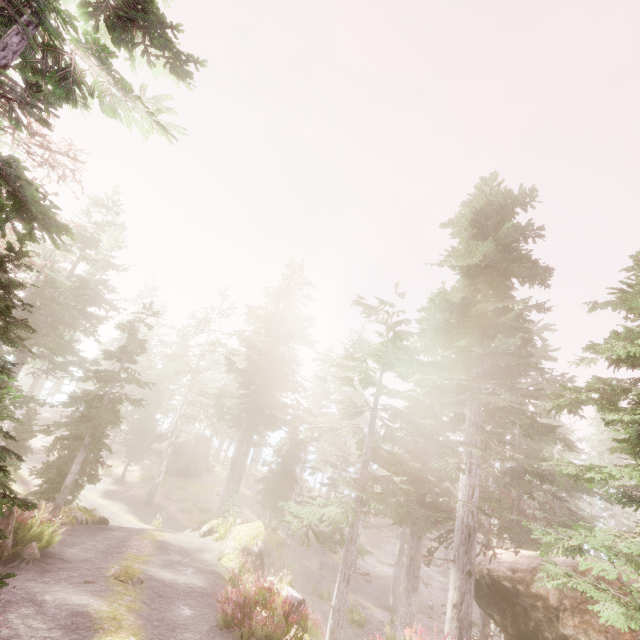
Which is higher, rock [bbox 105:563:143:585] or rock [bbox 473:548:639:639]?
rock [bbox 473:548:639:639]

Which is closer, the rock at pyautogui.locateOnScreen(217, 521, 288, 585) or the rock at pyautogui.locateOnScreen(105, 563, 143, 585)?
the rock at pyautogui.locateOnScreen(105, 563, 143, 585)

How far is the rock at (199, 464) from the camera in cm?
3734

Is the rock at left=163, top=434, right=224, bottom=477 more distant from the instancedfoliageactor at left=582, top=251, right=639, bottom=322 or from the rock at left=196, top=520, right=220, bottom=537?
the rock at left=196, top=520, right=220, bottom=537

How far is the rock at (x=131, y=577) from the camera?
10.7 meters

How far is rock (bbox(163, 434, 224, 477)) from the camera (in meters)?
37.34

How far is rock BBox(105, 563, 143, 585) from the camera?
10.7 meters

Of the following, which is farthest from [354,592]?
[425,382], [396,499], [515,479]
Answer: [425,382]
